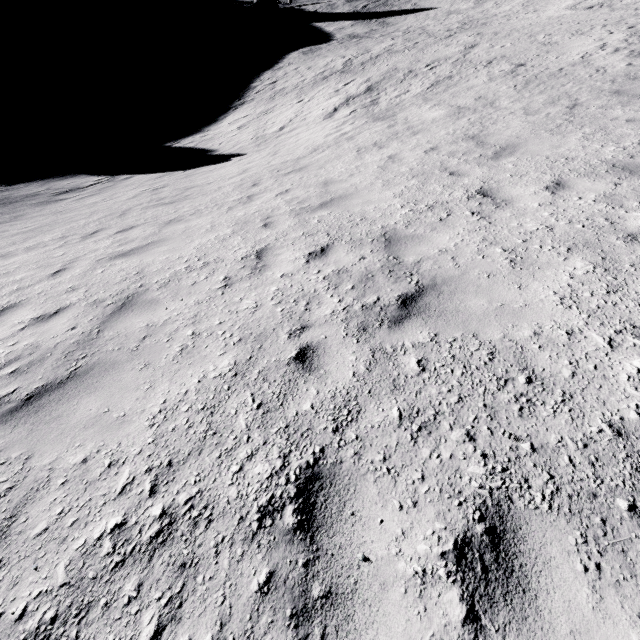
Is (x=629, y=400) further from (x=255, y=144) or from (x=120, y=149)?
(x=120, y=149)
